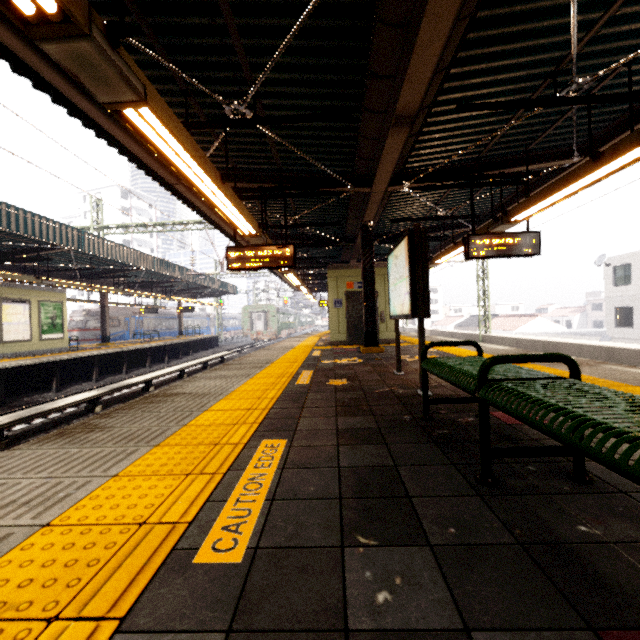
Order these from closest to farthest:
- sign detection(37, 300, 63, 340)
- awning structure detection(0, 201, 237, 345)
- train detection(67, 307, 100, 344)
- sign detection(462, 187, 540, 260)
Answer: sign detection(462, 187, 540, 260) < awning structure detection(0, 201, 237, 345) < sign detection(37, 300, 63, 340) < train detection(67, 307, 100, 344)

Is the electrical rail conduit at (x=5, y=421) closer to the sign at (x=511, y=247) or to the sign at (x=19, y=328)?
the sign at (x=19, y=328)

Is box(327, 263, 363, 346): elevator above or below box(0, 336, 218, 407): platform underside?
above

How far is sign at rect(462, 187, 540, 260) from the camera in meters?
6.8 m

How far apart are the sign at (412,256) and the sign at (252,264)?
2.2m

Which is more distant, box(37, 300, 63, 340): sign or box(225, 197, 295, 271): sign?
box(37, 300, 63, 340): sign

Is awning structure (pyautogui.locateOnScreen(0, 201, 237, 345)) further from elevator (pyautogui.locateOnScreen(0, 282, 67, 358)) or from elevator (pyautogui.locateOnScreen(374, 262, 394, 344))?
elevator (pyautogui.locateOnScreen(374, 262, 394, 344))

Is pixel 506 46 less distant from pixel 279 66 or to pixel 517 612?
pixel 279 66
